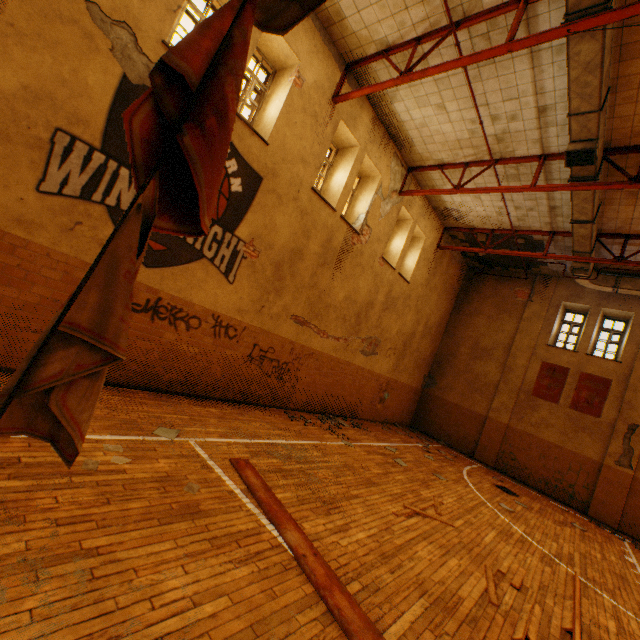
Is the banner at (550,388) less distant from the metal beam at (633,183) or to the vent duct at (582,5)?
the vent duct at (582,5)

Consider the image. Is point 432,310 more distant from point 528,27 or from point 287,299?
point 528,27

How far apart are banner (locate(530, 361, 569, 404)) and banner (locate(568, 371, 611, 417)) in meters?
0.3 m

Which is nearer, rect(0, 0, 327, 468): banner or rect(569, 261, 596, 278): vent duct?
rect(0, 0, 327, 468): banner

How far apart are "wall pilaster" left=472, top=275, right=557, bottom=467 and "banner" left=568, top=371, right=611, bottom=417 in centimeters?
170cm

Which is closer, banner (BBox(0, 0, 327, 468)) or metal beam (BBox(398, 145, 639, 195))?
banner (BBox(0, 0, 327, 468))

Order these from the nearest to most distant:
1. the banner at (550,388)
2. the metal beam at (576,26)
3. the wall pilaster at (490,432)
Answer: the metal beam at (576,26) < the banner at (550,388) < the wall pilaster at (490,432)

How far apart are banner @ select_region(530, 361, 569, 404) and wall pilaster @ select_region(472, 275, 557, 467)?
0.4m
